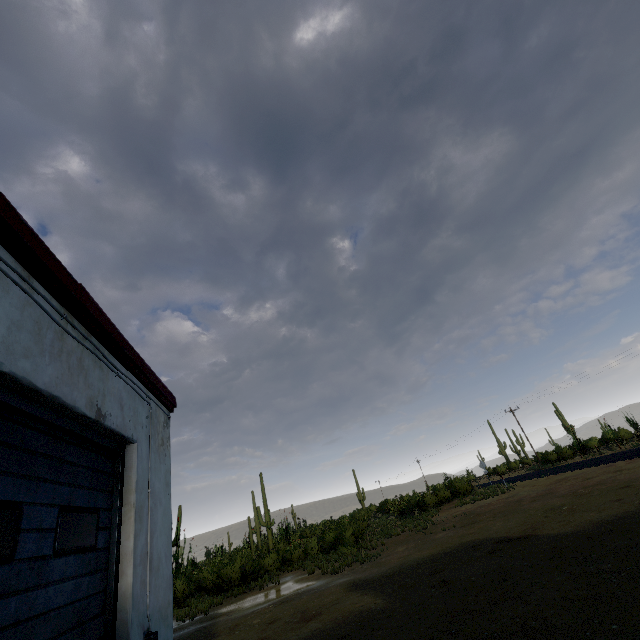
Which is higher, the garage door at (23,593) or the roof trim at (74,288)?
the roof trim at (74,288)

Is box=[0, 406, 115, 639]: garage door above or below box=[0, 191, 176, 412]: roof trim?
below

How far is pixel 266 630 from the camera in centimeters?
902cm
